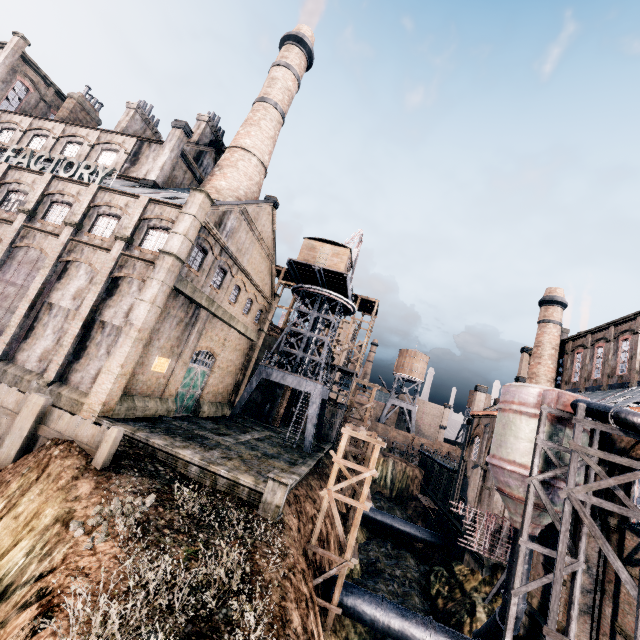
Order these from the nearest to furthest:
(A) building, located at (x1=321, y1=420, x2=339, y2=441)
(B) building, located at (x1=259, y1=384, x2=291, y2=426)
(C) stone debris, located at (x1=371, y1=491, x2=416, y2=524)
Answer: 1. (B) building, located at (x1=259, y1=384, x2=291, y2=426)
2. (A) building, located at (x1=321, y1=420, x2=339, y2=441)
3. (C) stone debris, located at (x1=371, y1=491, x2=416, y2=524)

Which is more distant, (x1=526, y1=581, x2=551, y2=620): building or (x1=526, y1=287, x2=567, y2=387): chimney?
(x1=526, y1=287, x2=567, y2=387): chimney

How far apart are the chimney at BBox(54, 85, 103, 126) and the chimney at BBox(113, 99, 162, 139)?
7.5m

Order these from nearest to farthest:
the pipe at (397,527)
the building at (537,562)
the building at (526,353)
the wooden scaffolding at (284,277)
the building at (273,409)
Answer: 1. the building at (537,562)
2. the pipe at (397,527)
3. the building at (526,353)
4. the building at (273,409)
5. the wooden scaffolding at (284,277)

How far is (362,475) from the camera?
19.98m

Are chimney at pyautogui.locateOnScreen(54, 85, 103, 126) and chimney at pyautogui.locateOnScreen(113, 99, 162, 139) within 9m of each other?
yes

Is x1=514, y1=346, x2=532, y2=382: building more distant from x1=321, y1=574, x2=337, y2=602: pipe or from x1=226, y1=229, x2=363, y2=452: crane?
x1=321, y1=574, x2=337, y2=602: pipe

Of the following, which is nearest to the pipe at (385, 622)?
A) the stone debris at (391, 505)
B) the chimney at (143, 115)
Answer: the stone debris at (391, 505)
